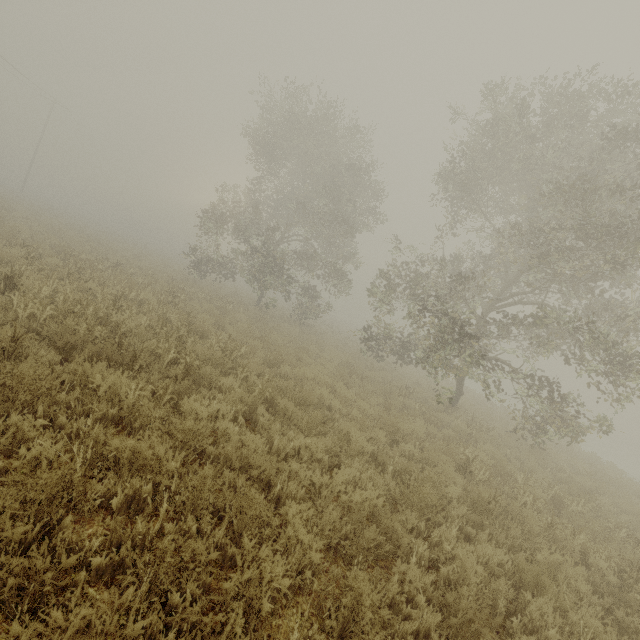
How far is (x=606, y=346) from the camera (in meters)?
9.55
